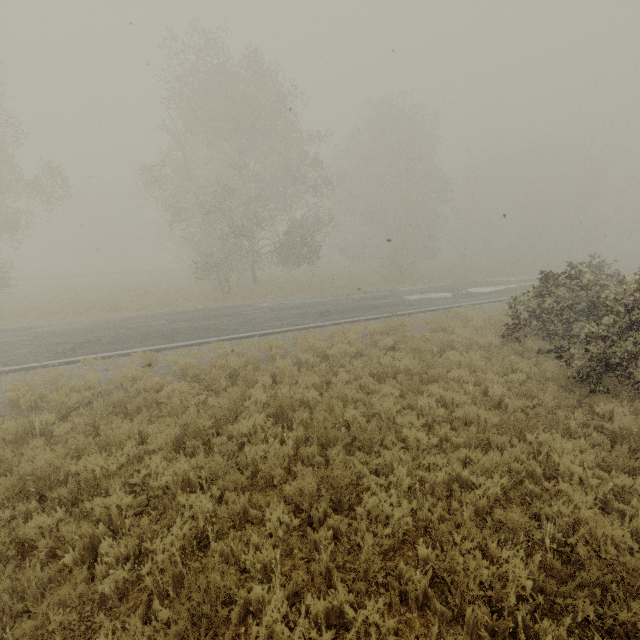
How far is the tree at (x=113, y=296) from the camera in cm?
2048

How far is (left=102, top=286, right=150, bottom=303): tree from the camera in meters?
20.5 m

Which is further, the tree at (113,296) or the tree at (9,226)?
the tree at (113,296)

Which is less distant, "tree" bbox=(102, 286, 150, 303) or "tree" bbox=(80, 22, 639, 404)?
"tree" bbox=(80, 22, 639, 404)

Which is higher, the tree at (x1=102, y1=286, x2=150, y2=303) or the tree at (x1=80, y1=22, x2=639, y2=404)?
the tree at (x1=80, y1=22, x2=639, y2=404)

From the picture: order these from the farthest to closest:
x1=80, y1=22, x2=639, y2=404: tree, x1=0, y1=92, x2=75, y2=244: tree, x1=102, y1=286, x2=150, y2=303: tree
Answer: x1=102, y1=286, x2=150, y2=303: tree < x1=0, y1=92, x2=75, y2=244: tree < x1=80, y1=22, x2=639, y2=404: tree

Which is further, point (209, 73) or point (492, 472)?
point (209, 73)
